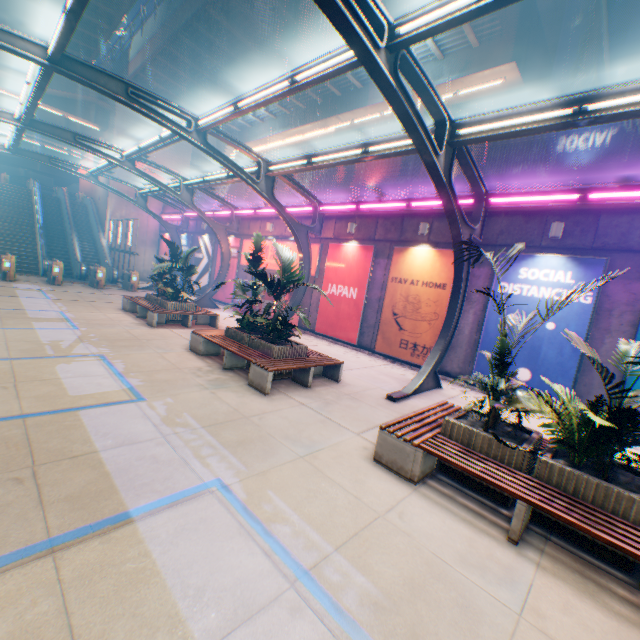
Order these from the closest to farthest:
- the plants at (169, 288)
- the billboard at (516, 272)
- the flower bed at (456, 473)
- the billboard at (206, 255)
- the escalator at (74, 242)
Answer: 1. the flower bed at (456, 473)
2. the billboard at (516, 272)
3. the plants at (169, 288)
4. the escalator at (74, 242)
5. the billboard at (206, 255)

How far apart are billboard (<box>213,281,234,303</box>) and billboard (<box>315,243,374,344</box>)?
7.63m

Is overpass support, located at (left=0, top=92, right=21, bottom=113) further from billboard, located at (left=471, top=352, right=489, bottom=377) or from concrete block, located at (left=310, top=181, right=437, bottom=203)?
billboard, located at (left=471, top=352, right=489, bottom=377)

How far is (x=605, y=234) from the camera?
8.62m

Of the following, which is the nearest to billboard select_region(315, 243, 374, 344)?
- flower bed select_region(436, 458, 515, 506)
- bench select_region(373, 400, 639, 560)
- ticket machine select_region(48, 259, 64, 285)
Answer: bench select_region(373, 400, 639, 560)

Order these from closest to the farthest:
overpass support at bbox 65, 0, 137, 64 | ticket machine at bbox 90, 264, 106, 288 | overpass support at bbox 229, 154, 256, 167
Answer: overpass support at bbox 65, 0, 137, 64 → ticket machine at bbox 90, 264, 106, 288 → overpass support at bbox 229, 154, 256, 167

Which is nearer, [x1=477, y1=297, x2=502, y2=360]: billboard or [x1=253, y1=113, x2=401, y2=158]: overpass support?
[x1=477, y1=297, x2=502, y2=360]: billboard

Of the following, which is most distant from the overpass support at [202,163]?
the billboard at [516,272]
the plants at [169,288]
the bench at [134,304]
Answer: the bench at [134,304]
